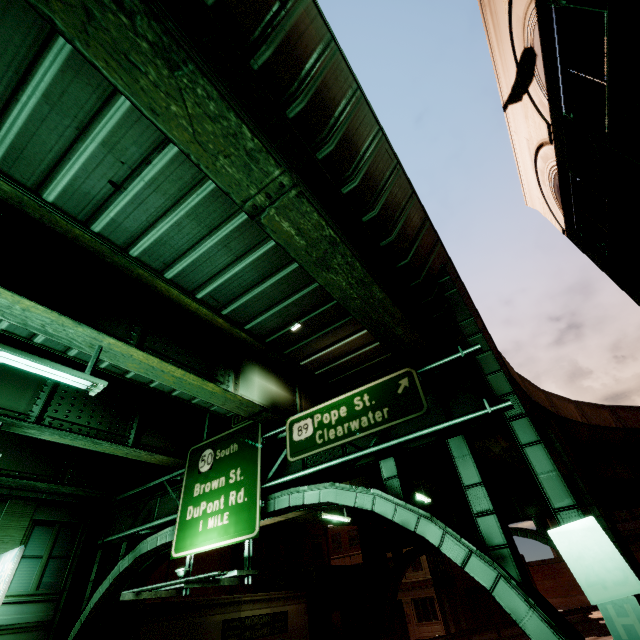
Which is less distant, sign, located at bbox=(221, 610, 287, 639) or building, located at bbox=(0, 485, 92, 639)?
building, located at bbox=(0, 485, 92, 639)

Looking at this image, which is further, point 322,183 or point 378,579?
point 378,579

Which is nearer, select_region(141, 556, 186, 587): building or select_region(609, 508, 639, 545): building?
select_region(141, 556, 186, 587): building

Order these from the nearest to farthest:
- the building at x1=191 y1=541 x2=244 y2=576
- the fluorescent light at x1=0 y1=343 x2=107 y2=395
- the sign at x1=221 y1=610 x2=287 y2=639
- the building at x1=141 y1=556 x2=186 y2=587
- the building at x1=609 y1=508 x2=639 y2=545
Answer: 1. the fluorescent light at x1=0 y1=343 x2=107 y2=395
2. the sign at x1=221 y1=610 x2=287 y2=639
3. the building at x1=141 y1=556 x2=186 y2=587
4. the building at x1=191 y1=541 x2=244 y2=576
5. the building at x1=609 y1=508 x2=639 y2=545

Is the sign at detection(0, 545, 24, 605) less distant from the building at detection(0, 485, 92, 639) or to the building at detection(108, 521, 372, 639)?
the building at detection(0, 485, 92, 639)

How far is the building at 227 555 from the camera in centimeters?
2888cm

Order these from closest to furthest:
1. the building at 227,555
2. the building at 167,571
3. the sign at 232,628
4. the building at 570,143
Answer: the building at 570,143, the sign at 232,628, the building at 167,571, the building at 227,555

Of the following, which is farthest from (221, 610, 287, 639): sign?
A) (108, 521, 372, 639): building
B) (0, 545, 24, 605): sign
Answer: (0, 545, 24, 605): sign
